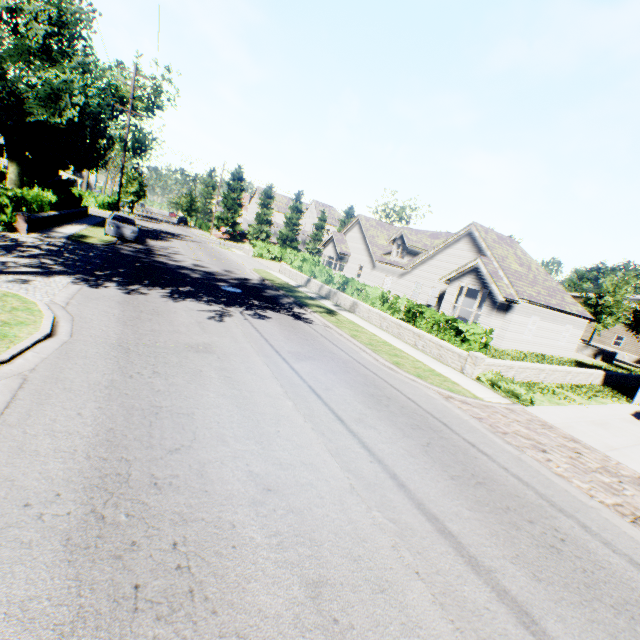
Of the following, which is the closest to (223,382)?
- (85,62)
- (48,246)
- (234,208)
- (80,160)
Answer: (48,246)

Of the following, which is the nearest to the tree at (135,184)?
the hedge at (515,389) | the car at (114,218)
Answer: the car at (114,218)

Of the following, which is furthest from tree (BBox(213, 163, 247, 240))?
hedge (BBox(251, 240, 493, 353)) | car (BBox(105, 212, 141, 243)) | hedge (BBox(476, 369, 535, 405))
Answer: hedge (BBox(251, 240, 493, 353))

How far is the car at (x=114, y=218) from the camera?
21.22m

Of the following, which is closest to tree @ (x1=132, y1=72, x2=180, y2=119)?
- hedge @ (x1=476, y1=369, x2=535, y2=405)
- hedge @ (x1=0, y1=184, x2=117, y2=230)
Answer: hedge @ (x1=0, y1=184, x2=117, y2=230)

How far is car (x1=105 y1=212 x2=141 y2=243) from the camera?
21.2 meters

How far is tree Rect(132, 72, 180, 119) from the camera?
42.9 meters
